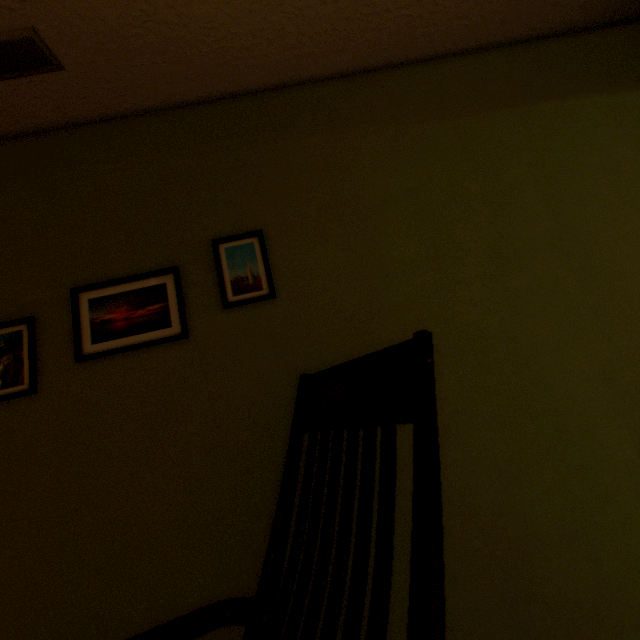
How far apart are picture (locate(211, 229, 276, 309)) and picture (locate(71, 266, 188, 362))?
0.15m

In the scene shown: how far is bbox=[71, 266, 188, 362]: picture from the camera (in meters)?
1.22

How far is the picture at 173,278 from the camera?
1.2m

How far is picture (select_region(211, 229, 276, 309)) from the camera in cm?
126

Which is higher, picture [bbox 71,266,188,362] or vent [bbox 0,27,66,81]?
vent [bbox 0,27,66,81]

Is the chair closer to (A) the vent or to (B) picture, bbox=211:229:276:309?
(B) picture, bbox=211:229:276:309

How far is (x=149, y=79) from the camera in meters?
1.3 m

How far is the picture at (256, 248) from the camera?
1.3m
